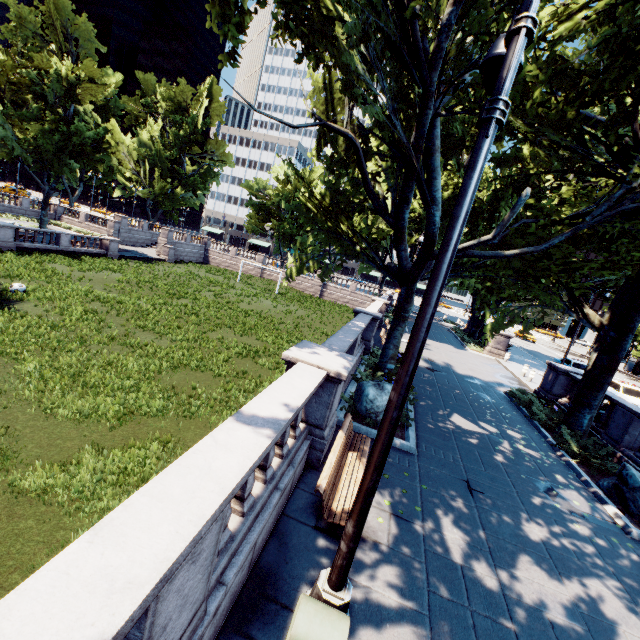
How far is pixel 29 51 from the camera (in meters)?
31.31

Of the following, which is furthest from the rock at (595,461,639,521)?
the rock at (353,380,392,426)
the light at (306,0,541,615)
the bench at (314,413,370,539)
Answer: the light at (306,0,541,615)

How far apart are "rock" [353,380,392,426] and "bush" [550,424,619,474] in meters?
5.5 m

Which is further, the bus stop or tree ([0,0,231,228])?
the bus stop

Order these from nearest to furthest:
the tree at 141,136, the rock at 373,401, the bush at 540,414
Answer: the rock at 373,401 → the bush at 540,414 → the tree at 141,136

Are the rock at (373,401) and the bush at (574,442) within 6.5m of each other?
yes

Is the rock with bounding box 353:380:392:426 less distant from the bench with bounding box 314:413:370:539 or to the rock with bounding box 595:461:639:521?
the bench with bounding box 314:413:370:539

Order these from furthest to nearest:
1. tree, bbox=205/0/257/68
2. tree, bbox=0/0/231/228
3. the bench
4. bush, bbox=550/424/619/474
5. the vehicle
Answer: tree, bbox=0/0/231/228 → the vehicle → bush, bbox=550/424/619/474 → tree, bbox=205/0/257/68 → the bench
